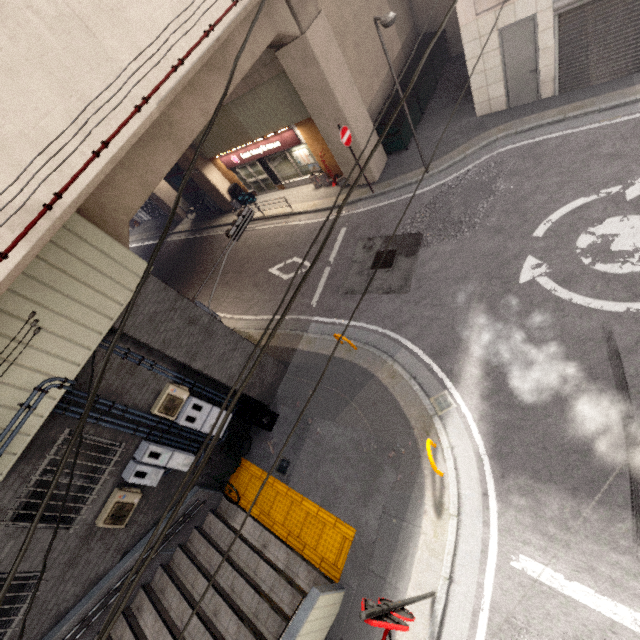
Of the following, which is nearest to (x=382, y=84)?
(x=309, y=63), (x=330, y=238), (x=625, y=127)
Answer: (x=309, y=63)

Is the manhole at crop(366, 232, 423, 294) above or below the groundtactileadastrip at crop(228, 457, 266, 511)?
below

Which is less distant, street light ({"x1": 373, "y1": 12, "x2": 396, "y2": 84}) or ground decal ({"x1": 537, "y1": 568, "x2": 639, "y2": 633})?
ground decal ({"x1": 537, "y1": 568, "x2": 639, "y2": 633})

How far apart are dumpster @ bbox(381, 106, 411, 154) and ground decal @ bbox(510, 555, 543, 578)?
13.4 meters

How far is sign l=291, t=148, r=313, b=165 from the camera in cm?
1496

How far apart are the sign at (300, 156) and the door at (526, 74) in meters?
7.8 m

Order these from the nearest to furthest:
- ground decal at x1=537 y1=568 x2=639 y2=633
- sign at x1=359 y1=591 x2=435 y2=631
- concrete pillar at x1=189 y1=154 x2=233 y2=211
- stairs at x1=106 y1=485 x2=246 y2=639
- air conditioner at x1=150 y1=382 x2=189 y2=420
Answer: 1. sign at x1=359 y1=591 x2=435 y2=631
2. ground decal at x1=537 y1=568 x2=639 y2=633
3. stairs at x1=106 y1=485 x2=246 y2=639
4. air conditioner at x1=150 y1=382 x2=189 y2=420
5. concrete pillar at x1=189 y1=154 x2=233 y2=211

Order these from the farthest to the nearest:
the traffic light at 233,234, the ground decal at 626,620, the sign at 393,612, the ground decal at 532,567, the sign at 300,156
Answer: the sign at 300,156 < the traffic light at 233,234 < the ground decal at 532,567 < the ground decal at 626,620 < the sign at 393,612
